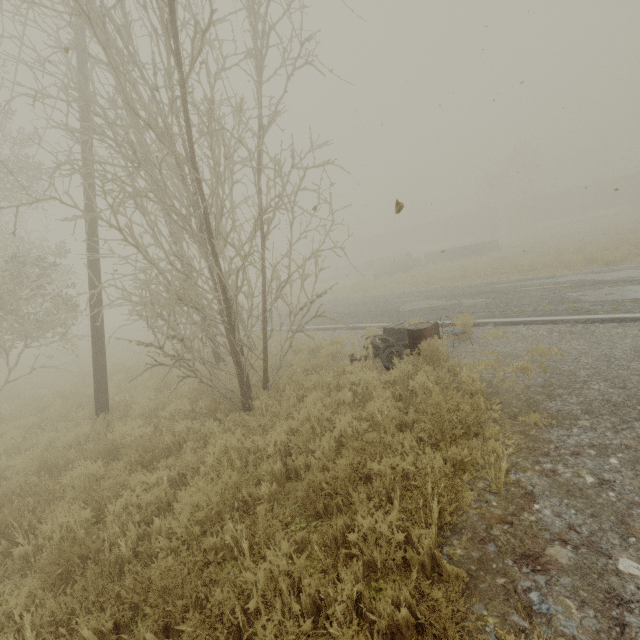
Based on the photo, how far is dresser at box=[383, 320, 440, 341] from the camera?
8.6m

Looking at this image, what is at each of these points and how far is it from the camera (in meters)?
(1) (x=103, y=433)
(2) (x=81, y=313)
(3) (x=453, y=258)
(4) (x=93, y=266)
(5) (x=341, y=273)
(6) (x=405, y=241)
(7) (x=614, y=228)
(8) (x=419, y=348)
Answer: (1) utility pole, 6.62
(2) tree, 10.91
(3) truck bed, 30.12
(4) utility pole, 7.43
(5) concrete pipe, 35.03
(6) boxcar, 58.59
(7) tree, 25.19
(8) oil drum, 7.01

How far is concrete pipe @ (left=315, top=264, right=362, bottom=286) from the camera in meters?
34.1 m

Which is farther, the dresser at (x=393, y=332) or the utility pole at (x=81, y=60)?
the dresser at (x=393, y=332)

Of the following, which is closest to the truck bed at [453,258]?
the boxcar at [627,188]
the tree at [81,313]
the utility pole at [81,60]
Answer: the boxcar at [627,188]

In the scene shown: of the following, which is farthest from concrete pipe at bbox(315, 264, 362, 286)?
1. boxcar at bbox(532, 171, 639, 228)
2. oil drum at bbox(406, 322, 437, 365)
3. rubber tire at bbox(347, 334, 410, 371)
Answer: boxcar at bbox(532, 171, 639, 228)

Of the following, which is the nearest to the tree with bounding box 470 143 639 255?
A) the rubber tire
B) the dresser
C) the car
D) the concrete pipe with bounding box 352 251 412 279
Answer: the car

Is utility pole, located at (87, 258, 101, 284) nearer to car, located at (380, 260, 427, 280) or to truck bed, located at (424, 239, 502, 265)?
car, located at (380, 260, 427, 280)
